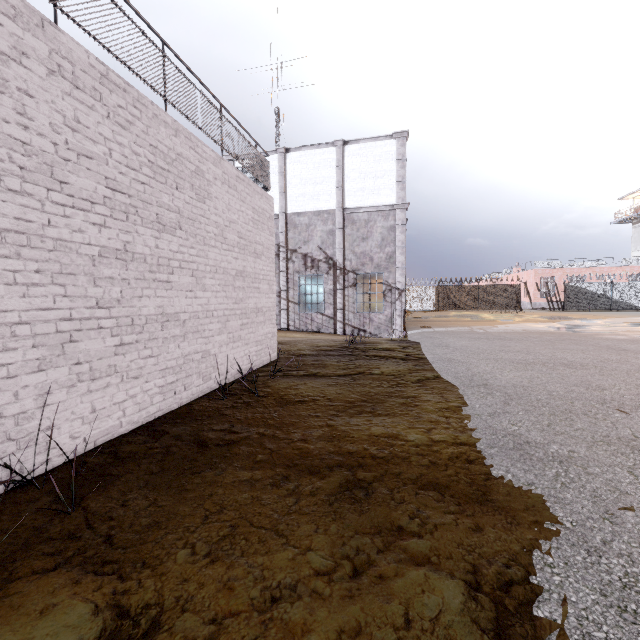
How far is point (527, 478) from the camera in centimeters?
271cm

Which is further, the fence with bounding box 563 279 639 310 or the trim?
the fence with bounding box 563 279 639 310

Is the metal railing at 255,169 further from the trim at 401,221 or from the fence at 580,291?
the trim at 401,221

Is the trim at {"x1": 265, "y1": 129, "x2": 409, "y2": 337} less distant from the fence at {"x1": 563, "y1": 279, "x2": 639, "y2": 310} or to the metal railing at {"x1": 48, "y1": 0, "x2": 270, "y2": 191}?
the fence at {"x1": 563, "y1": 279, "x2": 639, "y2": 310}

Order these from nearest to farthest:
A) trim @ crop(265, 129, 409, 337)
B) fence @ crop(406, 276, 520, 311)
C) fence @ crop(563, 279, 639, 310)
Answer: trim @ crop(265, 129, 409, 337), fence @ crop(563, 279, 639, 310), fence @ crop(406, 276, 520, 311)

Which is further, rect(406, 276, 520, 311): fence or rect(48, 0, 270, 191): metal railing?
rect(406, 276, 520, 311): fence

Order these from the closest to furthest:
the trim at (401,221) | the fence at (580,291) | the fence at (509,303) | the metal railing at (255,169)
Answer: the metal railing at (255,169) < the trim at (401,221) < the fence at (580,291) < the fence at (509,303)
